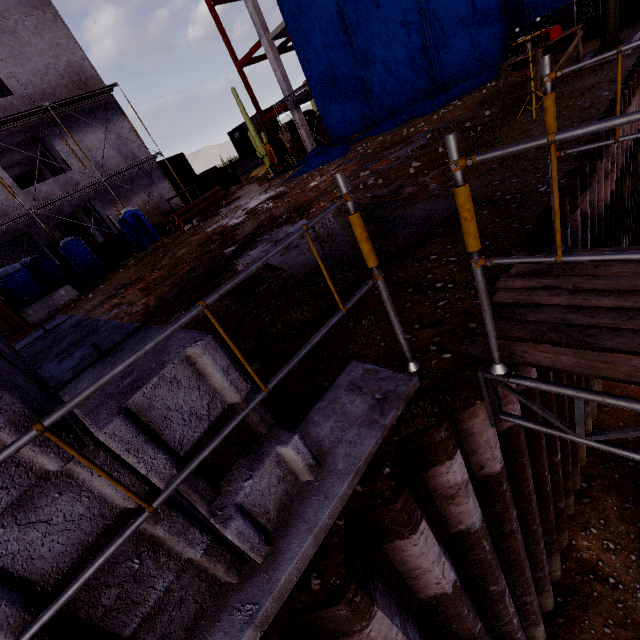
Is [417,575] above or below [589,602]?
above

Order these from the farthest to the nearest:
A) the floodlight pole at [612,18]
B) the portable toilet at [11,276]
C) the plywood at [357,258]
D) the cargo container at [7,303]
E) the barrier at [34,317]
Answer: the portable toilet at [11,276]
the barrier at [34,317]
the cargo container at [7,303]
the floodlight pole at [612,18]
the plywood at [357,258]

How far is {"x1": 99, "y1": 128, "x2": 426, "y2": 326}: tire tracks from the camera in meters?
Result: 6.8

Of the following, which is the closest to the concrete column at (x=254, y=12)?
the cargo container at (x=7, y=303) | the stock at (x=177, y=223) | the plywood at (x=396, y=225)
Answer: the stock at (x=177, y=223)

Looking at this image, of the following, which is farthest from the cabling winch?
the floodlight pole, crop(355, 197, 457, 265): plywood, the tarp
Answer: the floodlight pole

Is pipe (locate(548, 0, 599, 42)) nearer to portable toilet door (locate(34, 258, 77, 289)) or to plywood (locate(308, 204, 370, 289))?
plywood (locate(308, 204, 370, 289))

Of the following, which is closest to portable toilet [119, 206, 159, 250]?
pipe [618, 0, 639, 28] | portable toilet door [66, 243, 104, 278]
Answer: portable toilet door [66, 243, 104, 278]

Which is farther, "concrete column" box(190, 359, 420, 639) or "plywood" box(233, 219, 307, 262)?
"plywood" box(233, 219, 307, 262)
